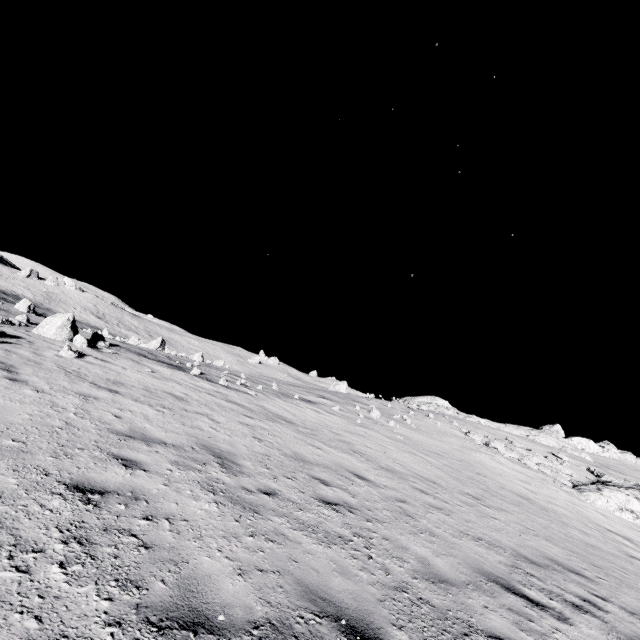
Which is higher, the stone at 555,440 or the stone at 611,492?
the stone at 555,440

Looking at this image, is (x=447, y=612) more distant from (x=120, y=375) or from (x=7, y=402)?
(x=120, y=375)

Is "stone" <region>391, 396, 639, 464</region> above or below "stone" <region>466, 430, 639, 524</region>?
above

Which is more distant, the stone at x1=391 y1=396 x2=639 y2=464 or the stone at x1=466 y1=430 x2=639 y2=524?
the stone at x1=391 y1=396 x2=639 y2=464

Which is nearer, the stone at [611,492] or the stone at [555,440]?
the stone at [611,492]
